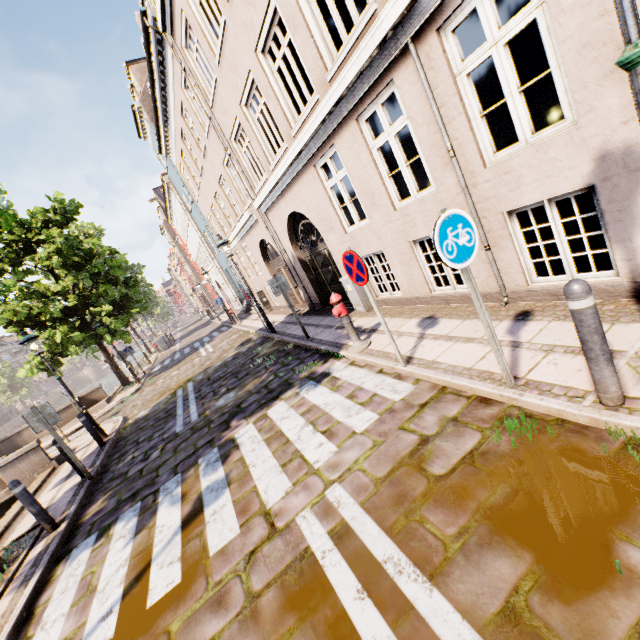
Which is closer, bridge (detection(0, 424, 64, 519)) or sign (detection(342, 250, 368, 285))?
sign (detection(342, 250, 368, 285))

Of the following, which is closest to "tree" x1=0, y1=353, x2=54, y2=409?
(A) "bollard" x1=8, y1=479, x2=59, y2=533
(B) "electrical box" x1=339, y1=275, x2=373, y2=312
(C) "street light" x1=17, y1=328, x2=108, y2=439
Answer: (A) "bollard" x1=8, y1=479, x2=59, y2=533

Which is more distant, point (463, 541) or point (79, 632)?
point (79, 632)

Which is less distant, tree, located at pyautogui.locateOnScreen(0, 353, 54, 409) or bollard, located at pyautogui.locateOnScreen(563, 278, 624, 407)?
bollard, located at pyautogui.locateOnScreen(563, 278, 624, 407)

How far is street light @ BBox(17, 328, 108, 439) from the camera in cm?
888

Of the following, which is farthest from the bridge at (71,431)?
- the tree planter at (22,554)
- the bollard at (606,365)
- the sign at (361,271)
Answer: the bollard at (606,365)

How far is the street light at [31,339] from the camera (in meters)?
8.88

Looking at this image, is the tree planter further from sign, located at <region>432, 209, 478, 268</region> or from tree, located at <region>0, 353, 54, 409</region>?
sign, located at <region>432, 209, 478, 268</region>
